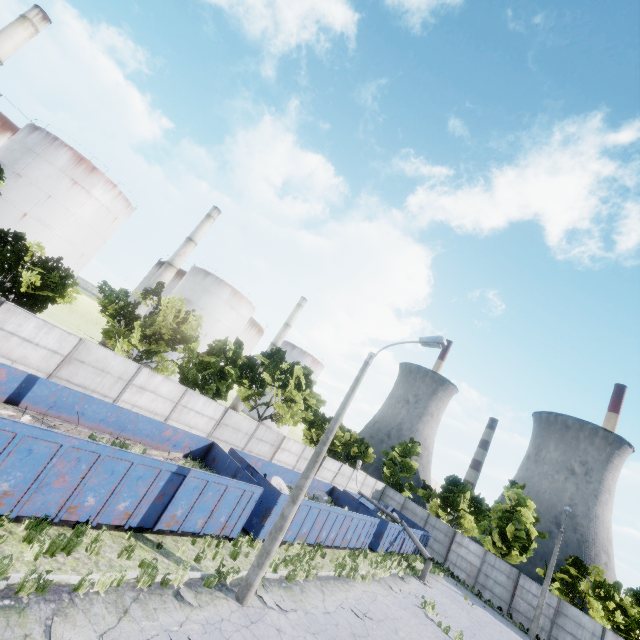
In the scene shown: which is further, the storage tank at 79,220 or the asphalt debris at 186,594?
the storage tank at 79,220

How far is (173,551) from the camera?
10.3 meters

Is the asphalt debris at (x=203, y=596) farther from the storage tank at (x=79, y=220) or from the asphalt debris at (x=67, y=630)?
the storage tank at (x=79, y=220)

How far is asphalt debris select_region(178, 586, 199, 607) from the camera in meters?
8.5 m

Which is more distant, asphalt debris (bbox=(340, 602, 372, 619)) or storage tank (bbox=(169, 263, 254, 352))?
storage tank (bbox=(169, 263, 254, 352))

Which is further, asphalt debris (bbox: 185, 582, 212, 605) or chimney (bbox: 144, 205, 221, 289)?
chimney (bbox: 144, 205, 221, 289)

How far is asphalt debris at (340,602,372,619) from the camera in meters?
13.1

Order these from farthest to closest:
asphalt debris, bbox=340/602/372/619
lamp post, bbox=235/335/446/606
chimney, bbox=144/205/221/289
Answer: chimney, bbox=144/205/221/289 < asphalt debris, bbox=340/602/372/619 < lamp post, bbox=235/335/446/606
